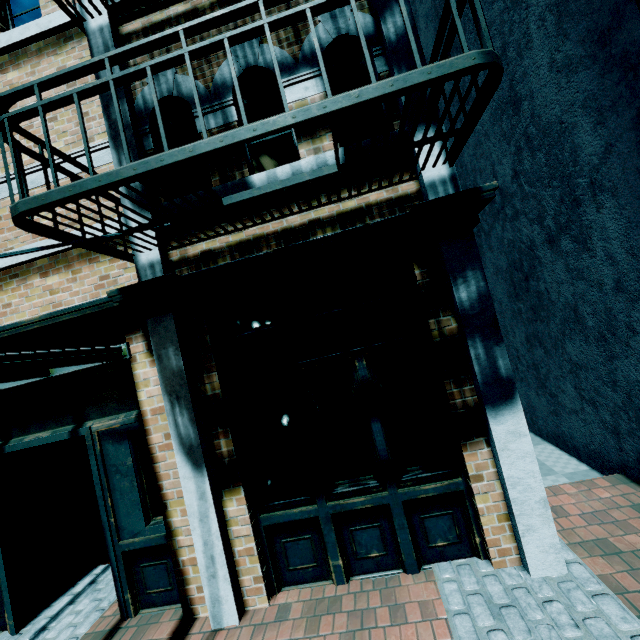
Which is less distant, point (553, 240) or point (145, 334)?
point (145, 334)
